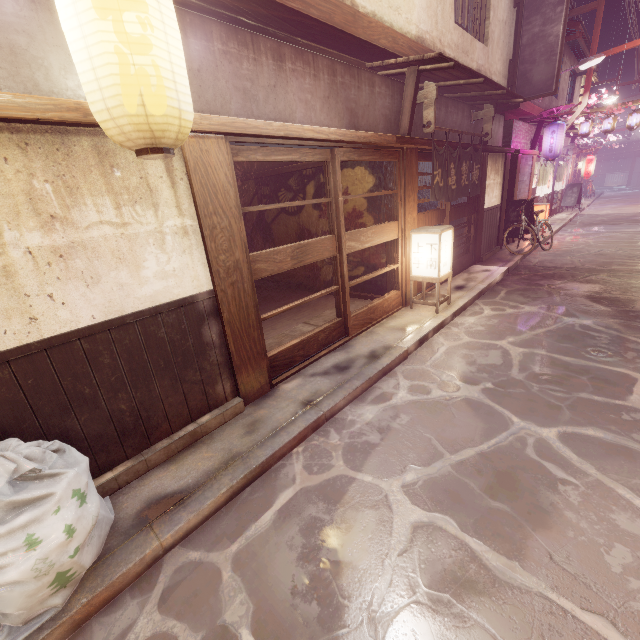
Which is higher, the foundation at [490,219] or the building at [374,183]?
the building at [374,183]

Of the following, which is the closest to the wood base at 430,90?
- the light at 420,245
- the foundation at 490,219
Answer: the light at 420,245

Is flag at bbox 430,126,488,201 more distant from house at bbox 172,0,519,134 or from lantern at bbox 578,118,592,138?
lantern at bbox 578,118,592,138

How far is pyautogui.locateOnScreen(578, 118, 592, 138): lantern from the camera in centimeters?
2581cm

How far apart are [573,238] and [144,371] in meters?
26.7 m

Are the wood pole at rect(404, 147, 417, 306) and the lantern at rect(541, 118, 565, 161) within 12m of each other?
no

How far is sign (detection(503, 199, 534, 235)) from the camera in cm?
1838

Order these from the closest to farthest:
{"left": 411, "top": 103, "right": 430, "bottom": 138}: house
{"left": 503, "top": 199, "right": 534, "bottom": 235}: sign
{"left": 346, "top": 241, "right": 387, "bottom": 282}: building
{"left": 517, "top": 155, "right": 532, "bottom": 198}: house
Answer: {"left": 411, "top": 103, "right": 430, "bottom": 138}: house
{"left": 346, "top": 241, "right": 387, "bottom": 282}: building
{"left": 503, "top": 199, "right": 534, "bottom": 235}: sign
{"left": 517, "top": 155, "right": 532, "bottom": 198}: house
